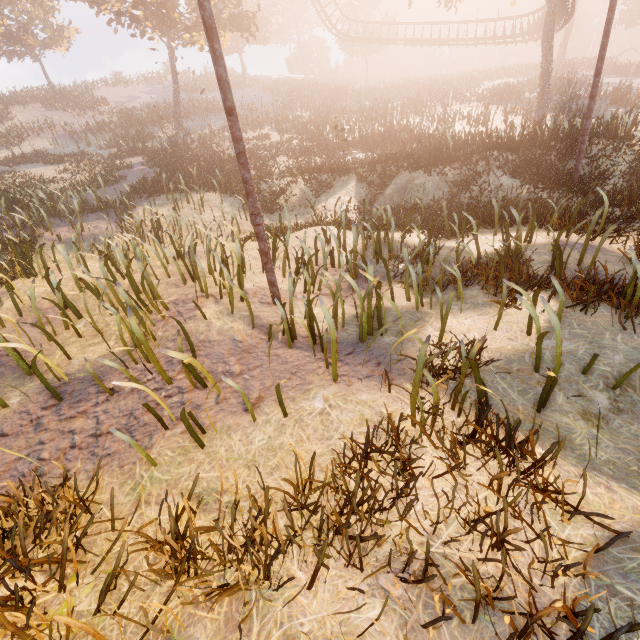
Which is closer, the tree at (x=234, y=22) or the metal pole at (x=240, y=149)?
the metal pole at (x=240, y=149)

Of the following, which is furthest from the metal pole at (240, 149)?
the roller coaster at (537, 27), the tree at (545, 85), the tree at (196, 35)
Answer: the tree at (196, 35)

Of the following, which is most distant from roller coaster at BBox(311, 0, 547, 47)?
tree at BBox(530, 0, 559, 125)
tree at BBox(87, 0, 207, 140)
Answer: Answer: tree at BBox(87, 0, 207, 140)

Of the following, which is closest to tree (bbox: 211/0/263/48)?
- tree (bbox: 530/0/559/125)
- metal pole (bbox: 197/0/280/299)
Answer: tree (bbox: 530/0/559/125)

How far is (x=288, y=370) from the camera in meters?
4.3 m

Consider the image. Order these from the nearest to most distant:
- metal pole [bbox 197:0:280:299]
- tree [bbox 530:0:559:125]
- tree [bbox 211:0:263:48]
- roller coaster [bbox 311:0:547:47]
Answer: metal pole [bbox 197:0:280:299], tree [bbox 530:0:559:125], tree [bbox 211:0:263:48], roller coaster [bbox 311:0:547:47]

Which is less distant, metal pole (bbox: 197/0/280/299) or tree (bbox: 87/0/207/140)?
metal pole (bbox: 197/0/280/299)
